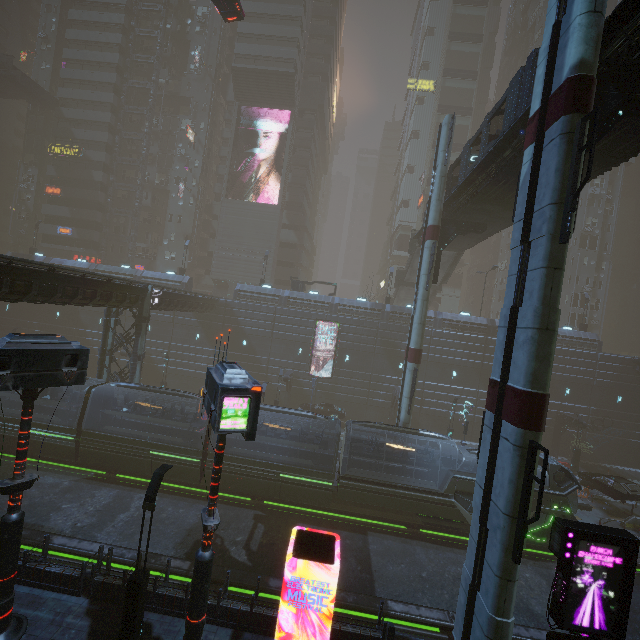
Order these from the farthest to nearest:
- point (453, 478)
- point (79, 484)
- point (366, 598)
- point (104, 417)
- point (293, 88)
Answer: point (293, 88)
point (104, 417)
point (79, 484)
point (453, 478)
point (366, 598)

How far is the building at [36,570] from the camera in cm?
1173

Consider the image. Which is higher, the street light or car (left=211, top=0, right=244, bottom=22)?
car (left=211, top=0, right=244, bottom=22)

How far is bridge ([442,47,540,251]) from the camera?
14.2m

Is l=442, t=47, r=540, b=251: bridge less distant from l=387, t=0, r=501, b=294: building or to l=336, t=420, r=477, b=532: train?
l=387, t=0, r=501, b=294: building

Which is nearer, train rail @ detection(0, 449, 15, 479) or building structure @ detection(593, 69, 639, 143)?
building structure @ detection(593, 69, 639, 143)

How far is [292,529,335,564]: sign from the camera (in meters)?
9.45
